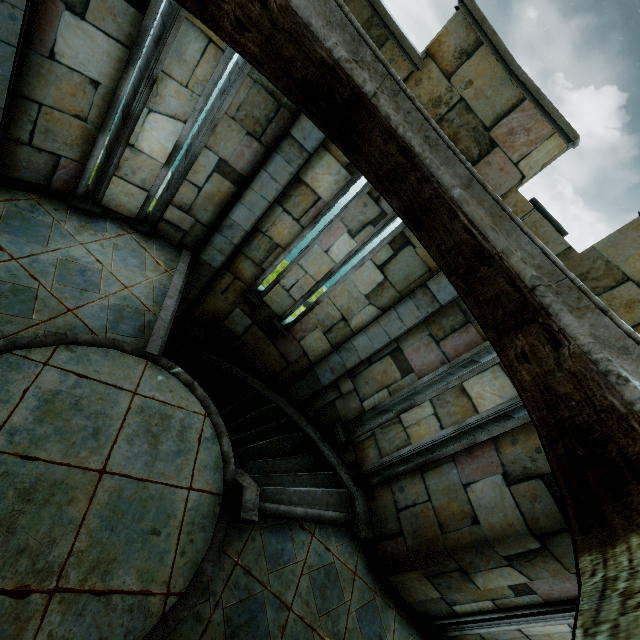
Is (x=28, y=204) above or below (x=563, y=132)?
below
